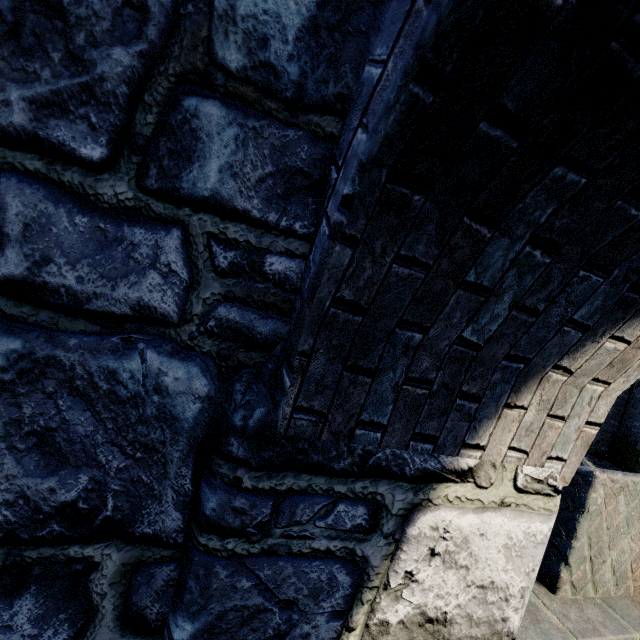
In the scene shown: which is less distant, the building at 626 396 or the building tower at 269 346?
the building tower at 269 346

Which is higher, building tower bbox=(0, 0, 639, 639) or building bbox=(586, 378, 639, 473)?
building tower bbox=(0, 0, 639, 639)

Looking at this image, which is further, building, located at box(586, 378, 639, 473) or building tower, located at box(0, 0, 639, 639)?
building, located at box(586, 378, 639, 473)

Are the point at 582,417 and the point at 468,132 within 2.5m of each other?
yes

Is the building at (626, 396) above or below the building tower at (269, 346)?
below
